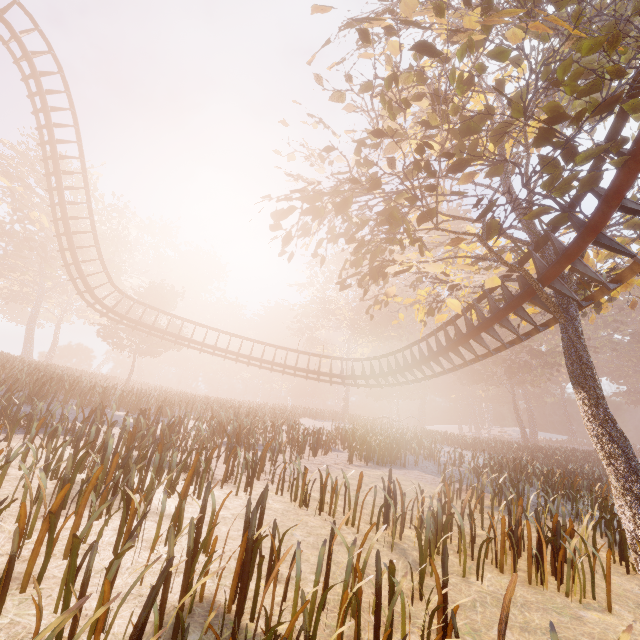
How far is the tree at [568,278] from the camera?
9.02m

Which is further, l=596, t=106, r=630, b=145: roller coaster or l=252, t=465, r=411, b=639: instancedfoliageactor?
l=596, t=106, r=630, b=145: roller coaster

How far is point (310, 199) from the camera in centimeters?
886cm

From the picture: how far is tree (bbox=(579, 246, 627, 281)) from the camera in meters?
11.0

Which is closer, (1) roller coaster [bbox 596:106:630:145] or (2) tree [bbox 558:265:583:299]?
(1) roller coaster [bbox 596:106:630:145]

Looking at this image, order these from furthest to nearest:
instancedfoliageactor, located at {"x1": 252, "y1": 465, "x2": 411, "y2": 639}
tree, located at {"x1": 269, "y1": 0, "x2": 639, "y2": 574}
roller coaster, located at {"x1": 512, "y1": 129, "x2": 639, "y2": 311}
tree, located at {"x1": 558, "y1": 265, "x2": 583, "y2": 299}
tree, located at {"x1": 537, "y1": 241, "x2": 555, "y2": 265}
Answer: tree, located at {"x1": 537, "y1": 241, "x2": 555, "y2": 265} → tree, located at {"x1": 558, "y1": 265, "x2": 583, "y2": 299} → roller coaster, located at {"x1": 512, "y1": 129, "x2": 639, "y2": 311} → tree, located at {"x1": 269, "y1": 0, "x2": 639, "y2": 574} → instancedfoliageactor, located at {"x1": 252, "y1": 465, "x2": 411, "y2": 639}

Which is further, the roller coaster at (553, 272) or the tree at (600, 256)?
the tree at (600, 256)

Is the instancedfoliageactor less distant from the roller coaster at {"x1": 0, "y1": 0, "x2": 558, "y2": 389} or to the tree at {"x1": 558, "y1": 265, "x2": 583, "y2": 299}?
the tree at {"x1": 558, "y1": 265, "x2": 583, "y2": 299}
